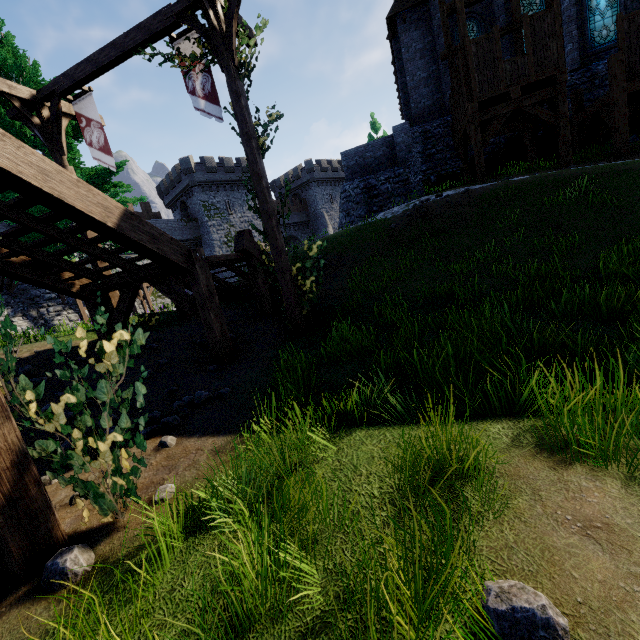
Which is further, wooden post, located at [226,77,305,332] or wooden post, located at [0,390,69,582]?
wooden post, located at [226,77,305,332]

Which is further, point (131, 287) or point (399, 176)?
point (399, 176)

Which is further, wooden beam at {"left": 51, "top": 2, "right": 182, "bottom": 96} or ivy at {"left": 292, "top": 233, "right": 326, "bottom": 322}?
ivy at {"left": 292, "top": 233, "right": 326, "bottom": 322}

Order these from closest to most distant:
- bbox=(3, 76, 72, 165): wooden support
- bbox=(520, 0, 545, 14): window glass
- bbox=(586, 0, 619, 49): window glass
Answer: bbox=(3, 76, 72, 165): wooden support < bbox=(586, 0, 619, 49): window glass < bbox=(520, 0, 545, 14): window glass

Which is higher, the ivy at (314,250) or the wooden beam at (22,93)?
the wooden beam at (22,93)

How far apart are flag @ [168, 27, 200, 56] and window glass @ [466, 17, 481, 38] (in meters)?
16.57

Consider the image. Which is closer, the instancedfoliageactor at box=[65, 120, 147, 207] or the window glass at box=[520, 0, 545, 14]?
the instancedfoliageactor at box=[65, 120, 147, 207]

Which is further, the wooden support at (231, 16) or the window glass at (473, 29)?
the window glass at (473, 29)
